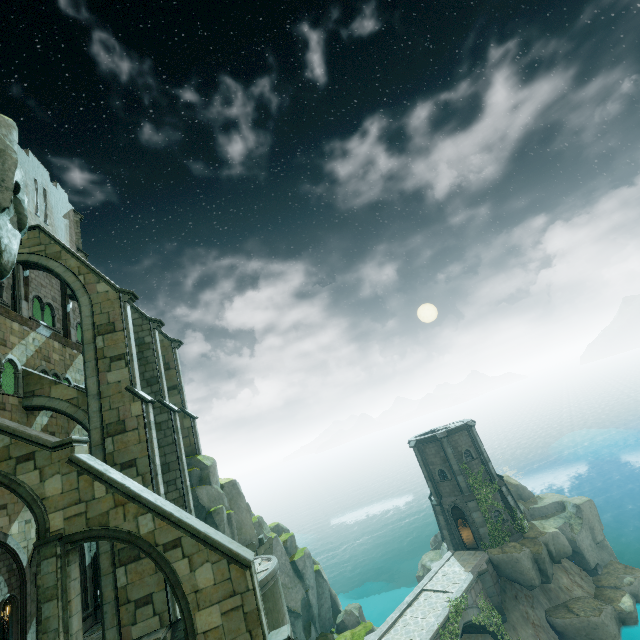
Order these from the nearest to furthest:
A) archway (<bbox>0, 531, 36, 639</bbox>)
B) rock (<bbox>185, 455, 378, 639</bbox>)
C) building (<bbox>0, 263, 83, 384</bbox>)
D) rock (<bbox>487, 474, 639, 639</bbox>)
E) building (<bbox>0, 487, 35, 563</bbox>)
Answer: archway (<bbox>0, 531, 36, 639</bbox>)
building (<bbox>0, 487, 35, 563</bbox>)
building (<bbox>0, 263, 83, 384</bbox>)
rock (<bbox>185, 455, 378, 639</bbox>)
rock (<bbox>487, 474, 639, 639</bbox>)

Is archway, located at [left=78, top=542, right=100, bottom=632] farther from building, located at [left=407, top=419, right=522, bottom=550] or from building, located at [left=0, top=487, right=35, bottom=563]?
building, located at [left=407, top=419, right=522, bottom=550]

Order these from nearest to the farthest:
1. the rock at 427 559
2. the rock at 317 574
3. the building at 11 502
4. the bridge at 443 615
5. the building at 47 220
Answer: the building at 11 502, the bridge at 443 615, the rock at 317 574, the building at 47 220, the rock at 427 559

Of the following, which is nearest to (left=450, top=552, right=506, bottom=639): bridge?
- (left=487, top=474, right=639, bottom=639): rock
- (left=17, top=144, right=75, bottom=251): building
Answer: (left=487, top=474, right=639, bottom=639): rock

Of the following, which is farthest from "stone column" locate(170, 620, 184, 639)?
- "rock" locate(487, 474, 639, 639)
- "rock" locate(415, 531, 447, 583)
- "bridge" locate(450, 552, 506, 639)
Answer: "rock" locate(487, 474, 639, 639)

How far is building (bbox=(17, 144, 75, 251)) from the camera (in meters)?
23.25

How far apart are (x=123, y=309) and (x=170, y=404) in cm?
647

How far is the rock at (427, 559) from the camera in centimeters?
2930cm
